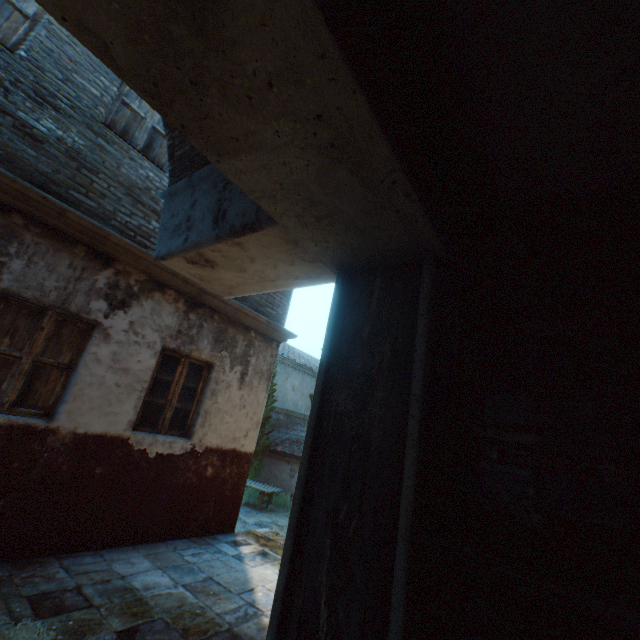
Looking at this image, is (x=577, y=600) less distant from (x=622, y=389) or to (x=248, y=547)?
(x=622, y=389)

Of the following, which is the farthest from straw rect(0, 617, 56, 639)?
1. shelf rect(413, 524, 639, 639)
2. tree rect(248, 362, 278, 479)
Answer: tree rect(248, 362, 278, 479)

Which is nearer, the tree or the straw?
the straw

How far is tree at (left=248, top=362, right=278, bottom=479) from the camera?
14.0 meters

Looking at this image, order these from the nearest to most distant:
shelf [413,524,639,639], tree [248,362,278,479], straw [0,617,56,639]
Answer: shelf [413,524,639,639]
straw [0,617,56,639]
tree [248,362,278,479]

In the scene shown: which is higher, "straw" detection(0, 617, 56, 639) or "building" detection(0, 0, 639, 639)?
"building" detection(0, 0, 639, 639)

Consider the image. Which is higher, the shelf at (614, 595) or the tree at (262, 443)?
the shelf at (614, 595)

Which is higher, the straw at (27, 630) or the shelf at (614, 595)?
the shelf at (614, 595)
